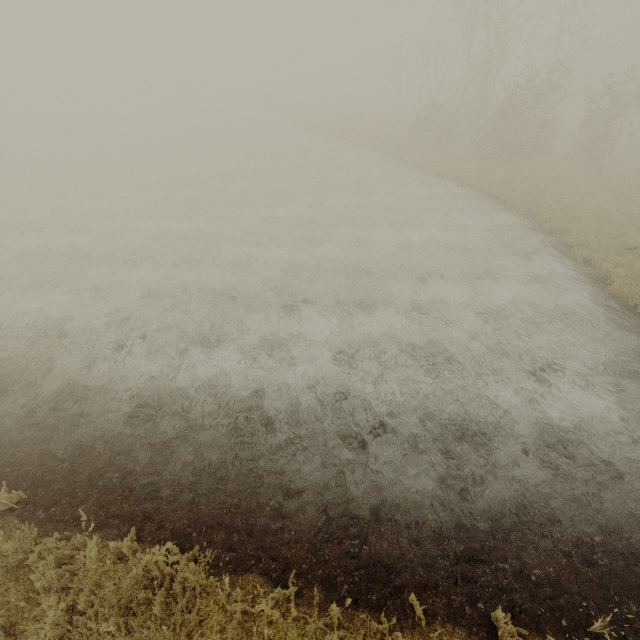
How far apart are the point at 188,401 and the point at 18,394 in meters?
4.2 m
